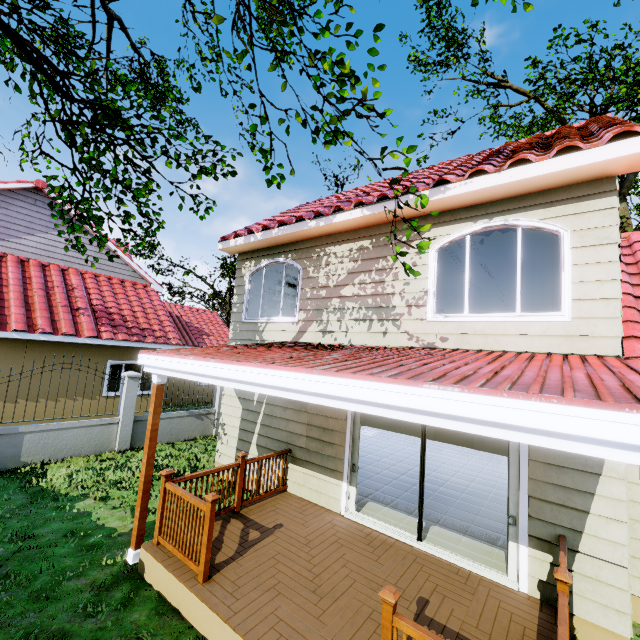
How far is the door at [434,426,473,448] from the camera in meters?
12.0 m

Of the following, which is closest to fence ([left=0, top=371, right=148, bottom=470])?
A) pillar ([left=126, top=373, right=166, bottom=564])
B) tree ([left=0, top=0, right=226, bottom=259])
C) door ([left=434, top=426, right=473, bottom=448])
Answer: tree ([left=0, top=0, right=226, bottom=259])

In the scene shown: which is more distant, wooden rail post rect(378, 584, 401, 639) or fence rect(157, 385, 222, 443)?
fence rect(157, 385, 222, 443)

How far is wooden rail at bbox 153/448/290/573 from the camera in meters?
4.3 m

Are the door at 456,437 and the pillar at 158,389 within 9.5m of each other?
no

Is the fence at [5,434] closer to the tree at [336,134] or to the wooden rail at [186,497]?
the tree at [336,134]

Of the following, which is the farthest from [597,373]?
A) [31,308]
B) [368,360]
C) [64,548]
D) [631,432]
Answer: [31,308]

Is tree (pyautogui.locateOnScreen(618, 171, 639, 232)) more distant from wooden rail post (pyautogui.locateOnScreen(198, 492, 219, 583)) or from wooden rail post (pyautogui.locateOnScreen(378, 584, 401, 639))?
wooden rail post (pyautogui.locateOnScreen(198, 492, 219, 583))
